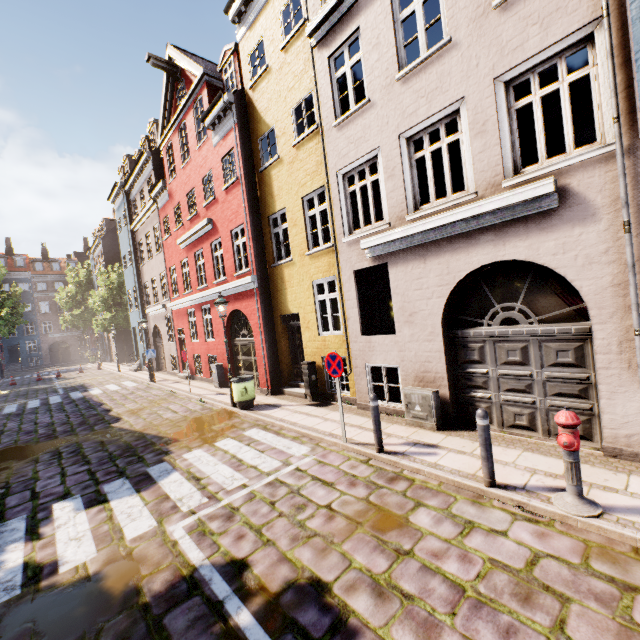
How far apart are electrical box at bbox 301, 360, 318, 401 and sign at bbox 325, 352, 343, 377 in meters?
3.3

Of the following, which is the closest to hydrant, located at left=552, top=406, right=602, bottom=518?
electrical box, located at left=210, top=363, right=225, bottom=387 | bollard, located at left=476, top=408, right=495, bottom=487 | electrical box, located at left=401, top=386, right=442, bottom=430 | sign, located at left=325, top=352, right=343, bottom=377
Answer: bollard, located at left=476, top=408, right=495, bottom=487

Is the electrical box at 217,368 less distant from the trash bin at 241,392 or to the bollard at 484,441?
the trash bin at 241,392

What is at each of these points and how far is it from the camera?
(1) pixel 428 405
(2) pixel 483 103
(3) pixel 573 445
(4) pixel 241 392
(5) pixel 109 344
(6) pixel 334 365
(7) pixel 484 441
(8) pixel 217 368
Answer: (1) electrical box, 6.89m
(2) building, 5.83m
(3) hydrant, 3.84m
(4) trash bin, 10.20m
(5) building, 38.28m
(6) sign, 6.68m
(7) bollard, 4.57m
(8) electrical box, 14.27m

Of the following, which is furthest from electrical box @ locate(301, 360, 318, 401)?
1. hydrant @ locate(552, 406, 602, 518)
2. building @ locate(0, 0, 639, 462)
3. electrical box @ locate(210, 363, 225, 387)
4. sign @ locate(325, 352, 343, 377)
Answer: hydrant @ locate(552, 406, 602, 518)

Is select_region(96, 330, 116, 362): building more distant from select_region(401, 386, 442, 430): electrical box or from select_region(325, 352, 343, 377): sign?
select_region(325, 352, 343, 377): sign

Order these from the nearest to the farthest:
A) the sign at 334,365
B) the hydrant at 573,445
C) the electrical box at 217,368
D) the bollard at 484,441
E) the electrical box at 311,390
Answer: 1. the hydrant at 573,445
2. the bollard at 484,441
3. the sign at 334,365
4. the electrical box at 311,390
5. the electrical box at 217,368

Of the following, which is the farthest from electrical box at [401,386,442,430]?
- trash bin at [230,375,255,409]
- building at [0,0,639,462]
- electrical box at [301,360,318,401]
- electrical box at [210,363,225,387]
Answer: electrical box at [210,363,225,387]
